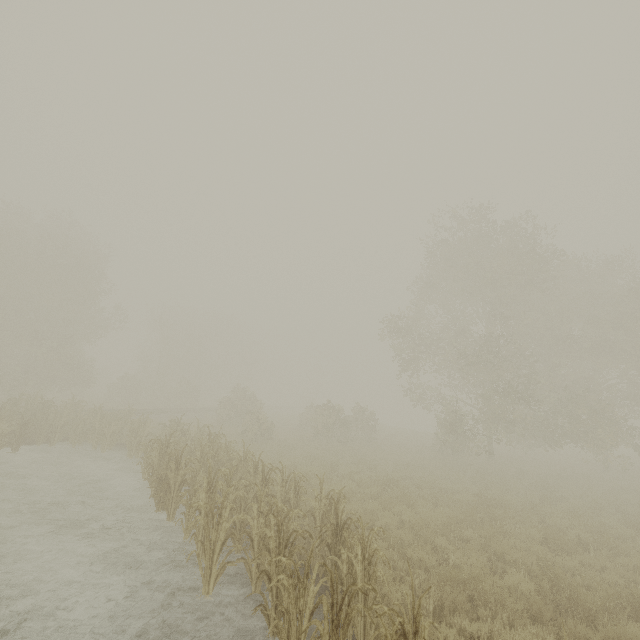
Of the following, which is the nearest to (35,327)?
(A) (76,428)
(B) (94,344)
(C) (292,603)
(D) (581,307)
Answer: (B) (94,344)
